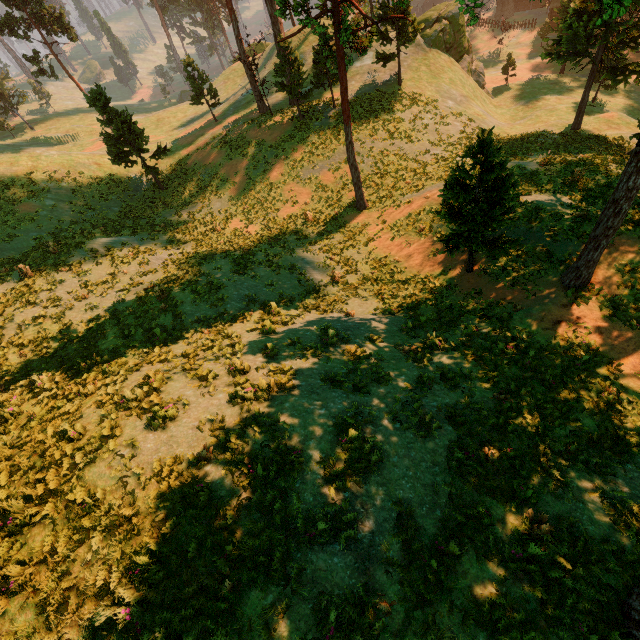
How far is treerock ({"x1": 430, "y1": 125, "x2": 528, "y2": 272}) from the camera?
10.6m

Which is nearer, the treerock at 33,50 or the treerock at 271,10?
the treerock at 271,10

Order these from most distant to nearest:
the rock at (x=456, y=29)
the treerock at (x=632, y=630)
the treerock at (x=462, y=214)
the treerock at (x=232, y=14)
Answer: the rock at (x=456, y=29) < the treerock at (x=232, y=14) < the treerock at (x=462, y=214) < the treerock at (x=632, y=630)

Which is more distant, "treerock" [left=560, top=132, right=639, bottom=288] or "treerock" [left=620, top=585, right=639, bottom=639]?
"treerock" [left=560, top=132, right=639, bottom=288]

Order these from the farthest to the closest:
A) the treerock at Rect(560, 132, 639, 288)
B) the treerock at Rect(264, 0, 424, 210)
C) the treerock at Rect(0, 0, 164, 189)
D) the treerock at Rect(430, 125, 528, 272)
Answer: the treerock at Rect(0, 0, 164, 189)
the treerock at Rect(264, 0, 424, 210)
the treerock at Rect(430, 125, 528, 272)
the treerock at Rect(560, 132, 639, 288)

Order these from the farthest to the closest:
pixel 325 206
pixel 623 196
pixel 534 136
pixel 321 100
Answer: pixel 321 100
pixel 534 136
pixel 325 206
pixel 623 196

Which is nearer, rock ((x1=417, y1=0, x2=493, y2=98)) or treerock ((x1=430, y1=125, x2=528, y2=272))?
treerock ((x1=430, y1=125, x2=528, y2=272))

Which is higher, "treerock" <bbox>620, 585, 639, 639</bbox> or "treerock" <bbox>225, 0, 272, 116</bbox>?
"treerock" <bbox>225, 0, 272, 116</bbox>
